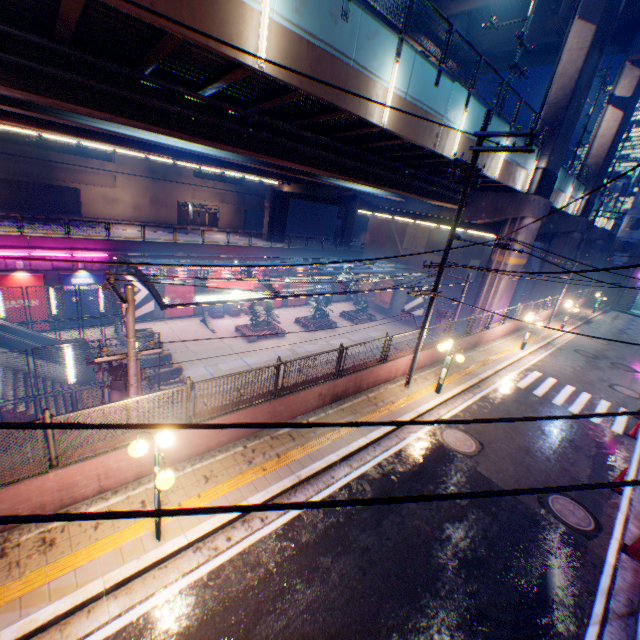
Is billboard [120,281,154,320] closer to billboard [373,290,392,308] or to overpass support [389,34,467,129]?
overpass support [389,34,467,129]

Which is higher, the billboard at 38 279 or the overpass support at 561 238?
the overpass support at 561 238

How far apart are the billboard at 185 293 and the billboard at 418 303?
24.00m

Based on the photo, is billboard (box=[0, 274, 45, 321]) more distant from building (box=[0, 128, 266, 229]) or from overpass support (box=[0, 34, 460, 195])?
building (box=[0, 128, 266, 229])

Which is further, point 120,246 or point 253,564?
point 120,246

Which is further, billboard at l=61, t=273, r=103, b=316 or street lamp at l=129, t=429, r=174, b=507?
billboard at l=61, t=273, r=103, b=316

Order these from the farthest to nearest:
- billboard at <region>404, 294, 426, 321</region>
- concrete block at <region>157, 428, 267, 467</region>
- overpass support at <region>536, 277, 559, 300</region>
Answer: billboard at <region>404, 294, 426, 321</region> → overpass support at <region>536, 277, 559, 300</region> → concrete block at <region>157, 428, 267, 467</region>

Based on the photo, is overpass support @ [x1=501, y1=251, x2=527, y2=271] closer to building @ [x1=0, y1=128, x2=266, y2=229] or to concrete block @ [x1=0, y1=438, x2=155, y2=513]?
concrete block @ [x1=0, y1=438, x2=155, y2=513]
